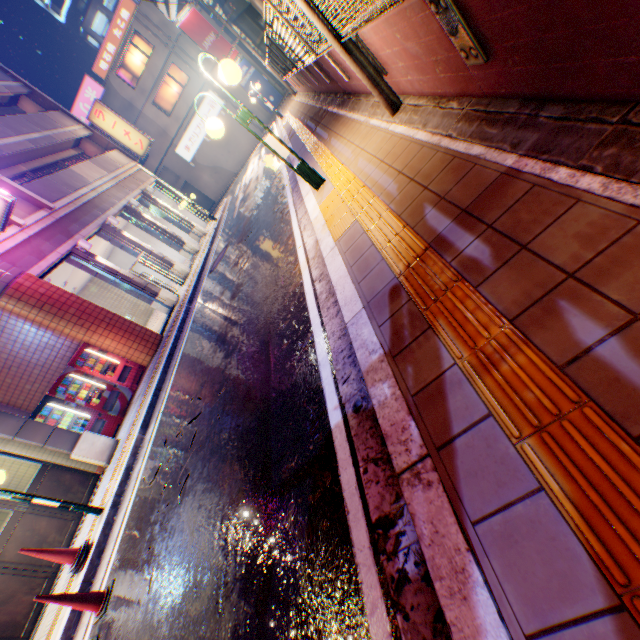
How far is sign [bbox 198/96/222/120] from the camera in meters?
27.5

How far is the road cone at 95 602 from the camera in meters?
4.2

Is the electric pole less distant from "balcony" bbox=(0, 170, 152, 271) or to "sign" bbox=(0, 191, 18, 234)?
"sign" bbox=(0, 191, 18, 234)

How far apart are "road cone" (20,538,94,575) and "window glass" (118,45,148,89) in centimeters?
3357cm

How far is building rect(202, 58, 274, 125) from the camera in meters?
26.4

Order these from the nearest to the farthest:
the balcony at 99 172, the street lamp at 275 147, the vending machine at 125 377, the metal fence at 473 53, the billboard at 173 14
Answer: the metal fence at 473 53, the street lamp at 275 147, the vending machine at 125 377, the balcony at 99 172, the billboard at 173 14

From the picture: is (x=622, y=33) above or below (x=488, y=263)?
above

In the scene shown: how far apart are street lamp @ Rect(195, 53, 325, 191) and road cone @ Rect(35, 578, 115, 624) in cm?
670
